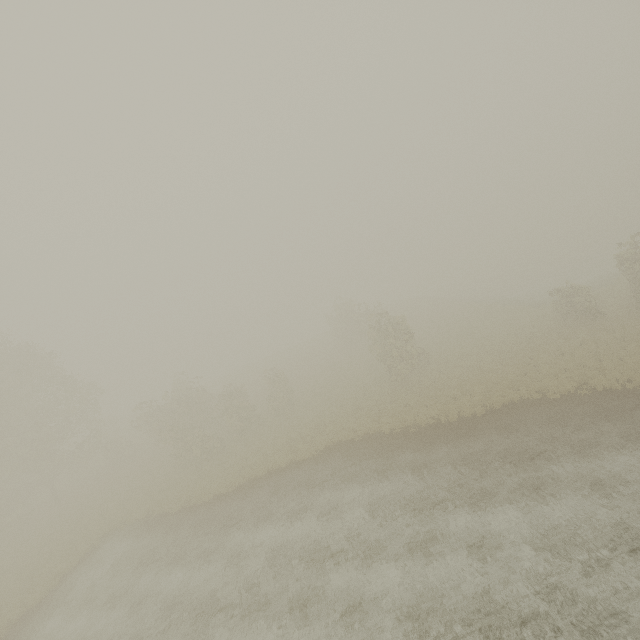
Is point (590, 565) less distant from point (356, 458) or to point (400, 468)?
point (400, 468)
